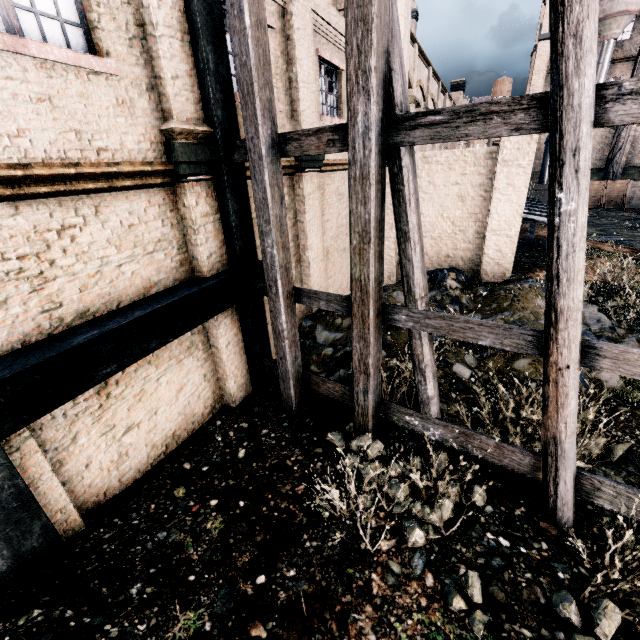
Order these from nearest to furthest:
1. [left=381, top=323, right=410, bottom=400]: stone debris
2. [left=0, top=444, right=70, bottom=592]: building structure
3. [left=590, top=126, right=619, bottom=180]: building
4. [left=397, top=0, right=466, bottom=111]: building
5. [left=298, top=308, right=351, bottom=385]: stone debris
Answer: [left=0, top=444, right=70, bottom=592]: building structure < [left=381, top=323, right=410, bottom=400]: stone debris < [left=298, top=308, right=351, bottom=385]: stone debris < [left=397, top=0, right=466, bottom=111]: building < [left=590, top=126, right=619, bottom=180]: building

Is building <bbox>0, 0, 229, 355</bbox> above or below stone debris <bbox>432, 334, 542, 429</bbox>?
above

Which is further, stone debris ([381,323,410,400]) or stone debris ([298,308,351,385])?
stone debris ([298,308,351,385])

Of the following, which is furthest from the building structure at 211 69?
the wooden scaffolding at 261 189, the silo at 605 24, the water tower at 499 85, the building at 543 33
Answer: the water tower at 499 85

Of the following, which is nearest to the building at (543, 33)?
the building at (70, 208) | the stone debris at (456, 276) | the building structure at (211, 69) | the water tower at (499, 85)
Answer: the water tower at (499, 85)

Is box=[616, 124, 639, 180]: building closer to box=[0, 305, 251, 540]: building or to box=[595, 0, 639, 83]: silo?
box=[595, 0, 639, 83]: silo

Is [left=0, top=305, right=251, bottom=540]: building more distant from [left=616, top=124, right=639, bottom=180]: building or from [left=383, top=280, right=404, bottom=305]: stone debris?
[left=616, top=124, right=639, bottom=180]: building

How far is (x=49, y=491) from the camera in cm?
461
